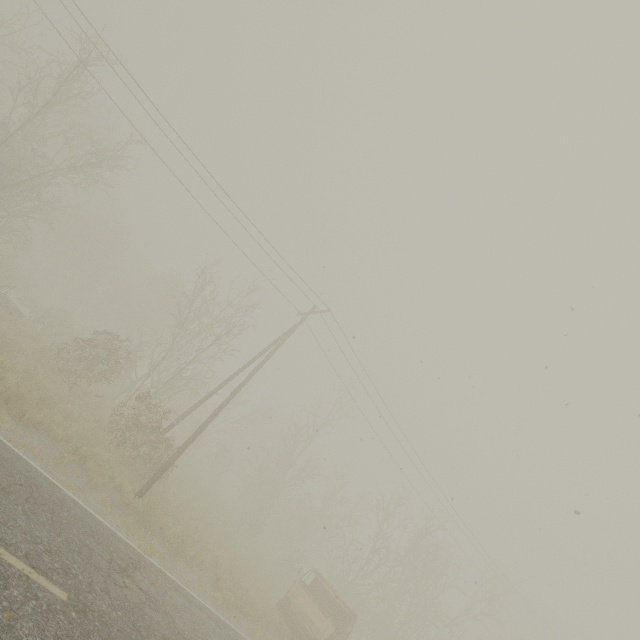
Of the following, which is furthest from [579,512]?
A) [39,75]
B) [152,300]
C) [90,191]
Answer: [90,191]
